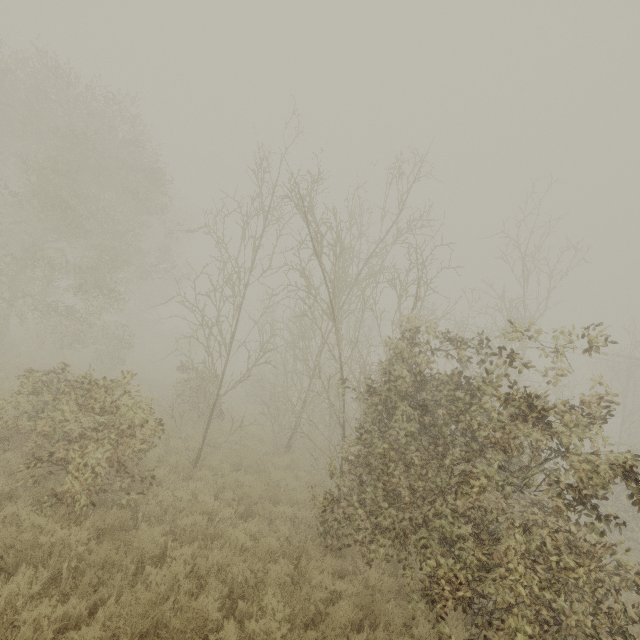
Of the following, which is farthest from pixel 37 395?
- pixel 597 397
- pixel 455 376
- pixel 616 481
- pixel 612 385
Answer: pixel 612 385
